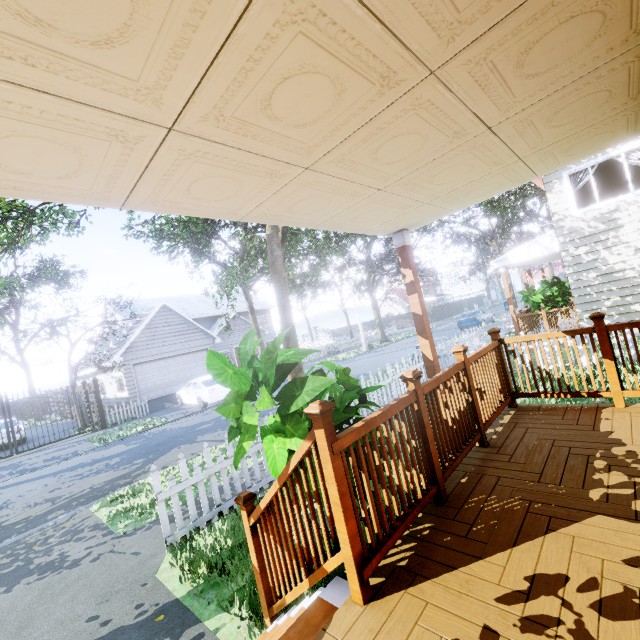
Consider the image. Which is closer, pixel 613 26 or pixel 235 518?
pixel 613 26

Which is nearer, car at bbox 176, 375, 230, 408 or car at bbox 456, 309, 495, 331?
car at bbox 176, 375, 230, 408

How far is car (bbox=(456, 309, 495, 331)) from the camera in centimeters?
2350cm

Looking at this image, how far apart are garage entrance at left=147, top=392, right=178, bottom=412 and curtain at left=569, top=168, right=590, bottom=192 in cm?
2034

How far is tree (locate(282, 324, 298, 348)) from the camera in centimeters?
950cm

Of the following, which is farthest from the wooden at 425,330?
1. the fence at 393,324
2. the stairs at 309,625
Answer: the stairs at 309,625

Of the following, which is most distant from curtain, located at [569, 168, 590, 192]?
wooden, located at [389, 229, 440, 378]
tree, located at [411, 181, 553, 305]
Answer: wooden, located at [389, 229, 440, 378]

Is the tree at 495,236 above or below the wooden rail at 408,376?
above
